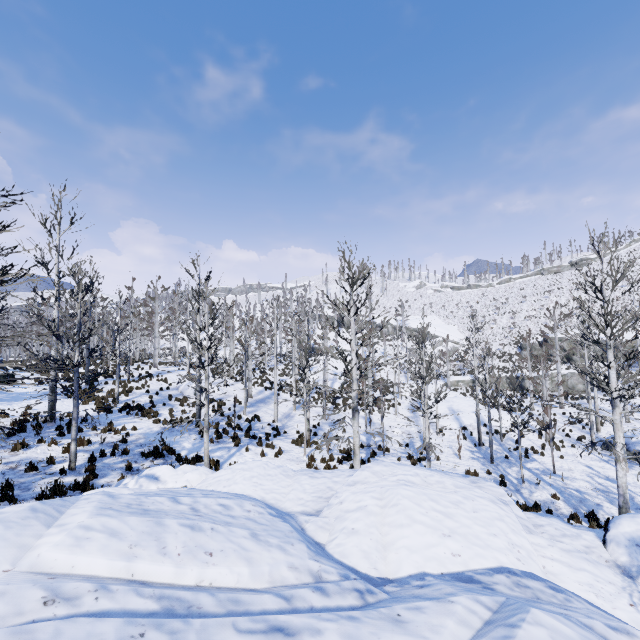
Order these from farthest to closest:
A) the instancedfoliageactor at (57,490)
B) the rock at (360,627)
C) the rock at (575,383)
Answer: the rock at (575,383)
the instancedfoliageactor at (57,490)
the rock at (360,627)

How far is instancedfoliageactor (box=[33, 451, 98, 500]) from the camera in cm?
898

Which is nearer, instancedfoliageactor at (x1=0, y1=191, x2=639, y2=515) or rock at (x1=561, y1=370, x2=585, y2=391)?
instancedfoliageactor at (x1=0, y1=191, x2=639, y2=515)

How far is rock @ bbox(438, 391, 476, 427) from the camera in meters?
25.8 m

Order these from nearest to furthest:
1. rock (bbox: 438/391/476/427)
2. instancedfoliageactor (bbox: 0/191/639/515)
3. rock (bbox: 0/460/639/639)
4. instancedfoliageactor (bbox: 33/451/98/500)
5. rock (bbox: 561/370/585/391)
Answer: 1. rock (bbox: 0/460/639/639)
2. instancedfoliageactor (bbox: 33/451/98/500)
3. instancedfoliageactor (bbox: 0/191/639/515)
4. rock (bbox: 438/391/476/427)
5. rock (bbox: 561/370/585/391)

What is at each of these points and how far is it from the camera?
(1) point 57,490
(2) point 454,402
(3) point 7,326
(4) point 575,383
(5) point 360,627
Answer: (1) instancedfoliageactor, 9.1 meters
(2) rock, 31.3 meters
(3) instancedfoliageactor, 16.8 meters
(4) rock, 35.6 meters
(5) rock, 2.9 meters

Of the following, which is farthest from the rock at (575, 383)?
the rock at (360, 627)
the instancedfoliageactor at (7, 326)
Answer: the rock at (360, 627)

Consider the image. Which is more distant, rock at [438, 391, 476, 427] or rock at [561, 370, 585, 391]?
rock at [561, 370, 585, 391]
